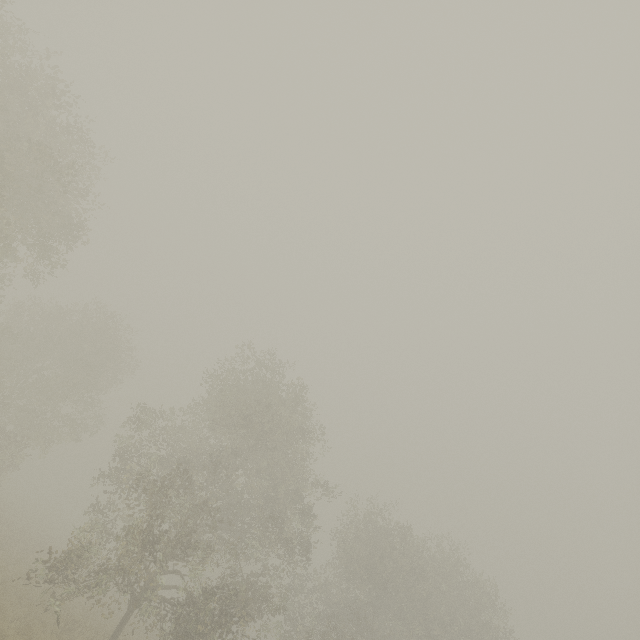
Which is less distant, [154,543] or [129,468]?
[154,543]
